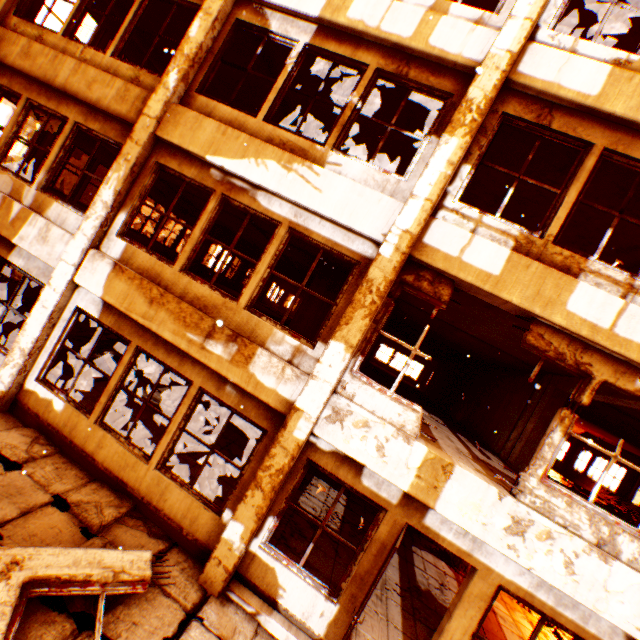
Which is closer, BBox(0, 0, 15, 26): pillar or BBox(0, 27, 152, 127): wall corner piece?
BBox(0, 27, 152, 127): wall corner piece

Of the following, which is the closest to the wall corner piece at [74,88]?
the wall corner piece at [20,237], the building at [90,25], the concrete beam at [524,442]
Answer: the wall corner piece at [20,237]

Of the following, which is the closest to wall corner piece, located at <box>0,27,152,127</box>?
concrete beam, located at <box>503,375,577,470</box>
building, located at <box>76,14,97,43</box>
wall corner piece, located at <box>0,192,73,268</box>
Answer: wall corner piece, located at <box>0,192,73,268</box>

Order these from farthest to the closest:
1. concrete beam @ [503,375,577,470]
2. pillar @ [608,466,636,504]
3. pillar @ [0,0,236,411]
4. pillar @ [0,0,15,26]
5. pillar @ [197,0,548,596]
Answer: pillar @ [608,466,636,504] < concrete beam @ [503,375,577,470] < pillar @ [0,0,15,26] < pillar @ [0,0,236,411] < pillar @ [197,0,548,596]

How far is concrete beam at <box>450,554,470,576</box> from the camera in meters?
8.1 m

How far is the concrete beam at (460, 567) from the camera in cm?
812

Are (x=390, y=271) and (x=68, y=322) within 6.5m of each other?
yes

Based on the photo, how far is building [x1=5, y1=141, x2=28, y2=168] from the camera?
49.8m
